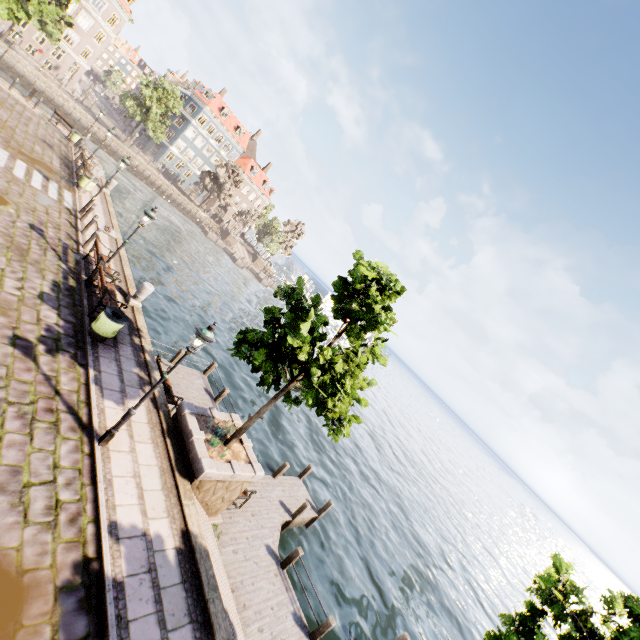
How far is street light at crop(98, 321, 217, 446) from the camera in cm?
687

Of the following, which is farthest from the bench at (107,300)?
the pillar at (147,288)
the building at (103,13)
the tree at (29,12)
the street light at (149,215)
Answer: the building at (103,13)

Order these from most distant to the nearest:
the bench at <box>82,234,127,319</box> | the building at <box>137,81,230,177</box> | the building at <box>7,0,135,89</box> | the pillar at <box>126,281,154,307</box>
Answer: the building at <box>137,81,230,177</box> → the building at <box>7,0,135,89</box> → the pillar at <box>126,281,154,307</box> → the bench at <box>82,234,127,319</box>

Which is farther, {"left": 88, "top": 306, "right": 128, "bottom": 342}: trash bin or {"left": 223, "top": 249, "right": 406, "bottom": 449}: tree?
{"left": 88, "top": 306, "right": 128, "bottom": 342}: trash bin

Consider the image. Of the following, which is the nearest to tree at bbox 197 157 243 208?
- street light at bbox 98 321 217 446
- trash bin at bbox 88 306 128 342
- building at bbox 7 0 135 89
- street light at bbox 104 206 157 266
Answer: street light at bbox 98 321 217 446

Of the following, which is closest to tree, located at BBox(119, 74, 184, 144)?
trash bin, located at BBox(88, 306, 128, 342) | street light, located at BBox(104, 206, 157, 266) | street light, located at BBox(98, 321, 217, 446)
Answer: street light, located at BBox(98, 321, 217, 446)

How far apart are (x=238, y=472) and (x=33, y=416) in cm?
493

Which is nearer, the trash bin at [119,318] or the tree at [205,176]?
the trash bin at [119,318]
